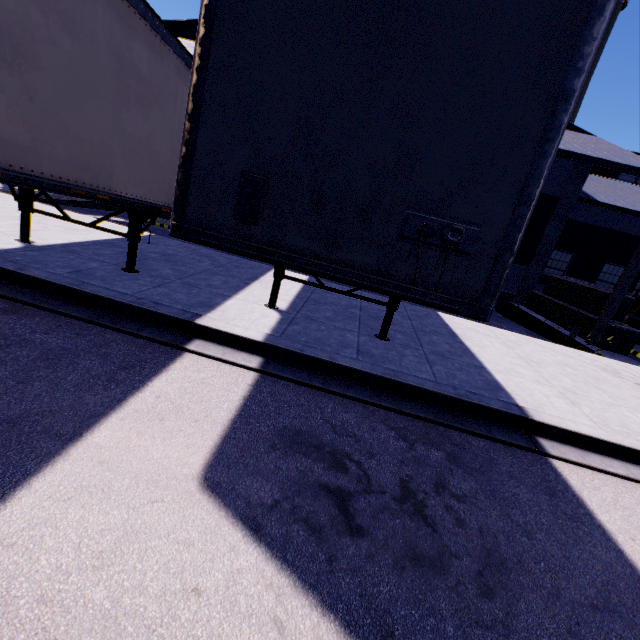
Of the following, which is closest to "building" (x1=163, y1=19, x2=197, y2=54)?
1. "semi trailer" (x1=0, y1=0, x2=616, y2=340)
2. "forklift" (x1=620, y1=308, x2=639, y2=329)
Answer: "semi trailer" (x1=0, y1=0, x2=616, y2=340)

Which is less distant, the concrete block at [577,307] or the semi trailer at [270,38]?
the semi trailer at [270,38]

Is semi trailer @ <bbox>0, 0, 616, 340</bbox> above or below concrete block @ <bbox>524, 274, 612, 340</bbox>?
above

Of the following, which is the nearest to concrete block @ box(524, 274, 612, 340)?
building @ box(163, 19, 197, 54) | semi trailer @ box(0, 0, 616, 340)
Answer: building @ box(163, 19, 197, 54)

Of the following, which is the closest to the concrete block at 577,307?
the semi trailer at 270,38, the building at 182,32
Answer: the building at 182,32

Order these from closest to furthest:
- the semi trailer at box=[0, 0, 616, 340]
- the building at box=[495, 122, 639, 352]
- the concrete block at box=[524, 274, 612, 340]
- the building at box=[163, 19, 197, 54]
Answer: the semi trailer at box=[0, 0, 616, 340] < the building at box=[495, 122, 639, 352] < the concrete block at box=[524, 274, 612, 340] < the building at box=[163, 19, 197, 54]

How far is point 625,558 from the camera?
2.9m

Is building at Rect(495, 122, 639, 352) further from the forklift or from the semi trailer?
the forklift
